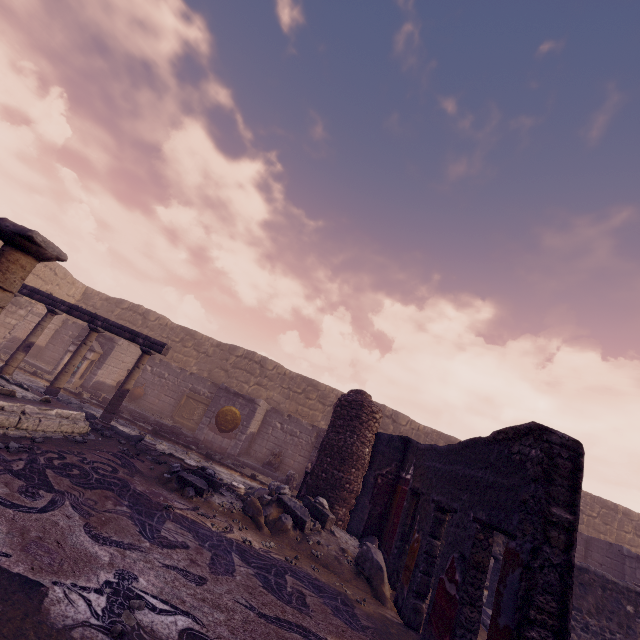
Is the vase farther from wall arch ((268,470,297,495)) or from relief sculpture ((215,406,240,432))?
wall arch ((268,470,297,495))

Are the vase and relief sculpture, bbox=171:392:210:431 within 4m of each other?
yes

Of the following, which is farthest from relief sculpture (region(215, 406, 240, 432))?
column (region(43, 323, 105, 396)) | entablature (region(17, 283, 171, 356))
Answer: column (region(43, 323, 105, 396))

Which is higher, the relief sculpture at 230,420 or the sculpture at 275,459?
the relief sculpture at 230,420

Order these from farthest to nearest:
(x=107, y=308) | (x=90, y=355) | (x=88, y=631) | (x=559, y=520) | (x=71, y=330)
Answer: (x=107, y=308)
(x=71, y=330)
(x=90, y=355)
(x=559, y=520)
(x=88, y=631)

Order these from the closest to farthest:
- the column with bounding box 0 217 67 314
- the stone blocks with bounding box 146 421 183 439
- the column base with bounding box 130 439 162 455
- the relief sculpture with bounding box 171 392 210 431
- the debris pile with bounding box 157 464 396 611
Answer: the column with bounding box 0 217 67 314
the debris pile with bounding box 157 464 396 611
the column base with bounding box 130 439 162 455
the stone blocks with bounding box 146 421 183 439
the relief sculpture with bounding box 171 392 210 431

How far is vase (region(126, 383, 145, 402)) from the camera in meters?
14.5

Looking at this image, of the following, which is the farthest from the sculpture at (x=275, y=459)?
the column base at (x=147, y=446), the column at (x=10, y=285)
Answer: the column at (x=10, y=285)
